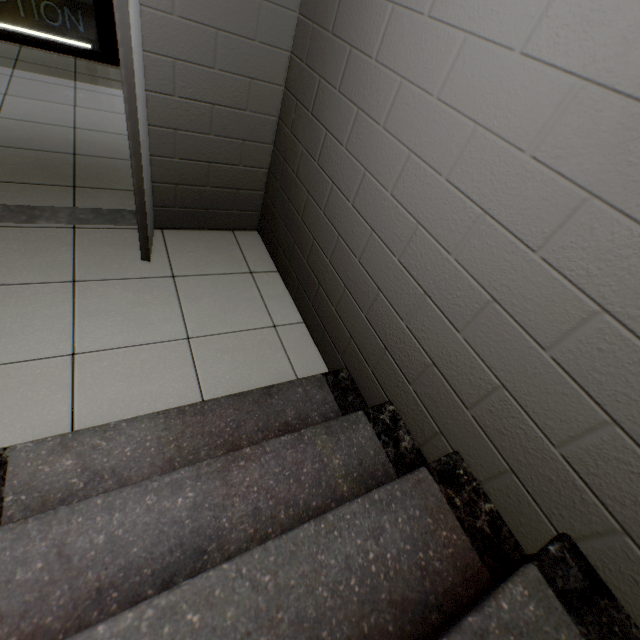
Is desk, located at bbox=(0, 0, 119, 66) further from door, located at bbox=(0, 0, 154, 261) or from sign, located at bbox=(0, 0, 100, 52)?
door, located at bbox=(0, 0, 154, 261)

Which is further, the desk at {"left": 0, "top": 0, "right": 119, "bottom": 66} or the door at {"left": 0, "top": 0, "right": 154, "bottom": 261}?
the desk at {"left": 0, "top": 0, "right": 119, "bottom": 66}

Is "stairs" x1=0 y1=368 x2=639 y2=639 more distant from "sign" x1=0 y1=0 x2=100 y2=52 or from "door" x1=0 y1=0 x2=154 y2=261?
"sign" x1=0 y1=0 x2=100 y2=52

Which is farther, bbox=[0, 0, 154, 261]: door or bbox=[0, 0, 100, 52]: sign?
bbox=[0, 0, 100, 52]: sign

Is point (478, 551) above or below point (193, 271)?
above

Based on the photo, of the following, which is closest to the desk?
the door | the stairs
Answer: the door

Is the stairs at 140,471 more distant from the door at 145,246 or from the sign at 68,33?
the sign at 68,33

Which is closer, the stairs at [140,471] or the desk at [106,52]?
the stairs at [140,471]
